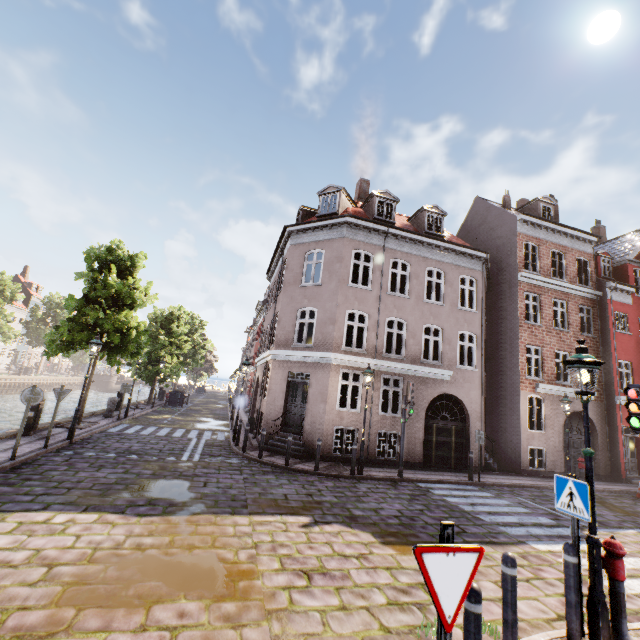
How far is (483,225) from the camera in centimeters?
2117cm

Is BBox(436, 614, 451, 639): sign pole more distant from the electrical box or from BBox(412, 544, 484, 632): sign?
the electrical box

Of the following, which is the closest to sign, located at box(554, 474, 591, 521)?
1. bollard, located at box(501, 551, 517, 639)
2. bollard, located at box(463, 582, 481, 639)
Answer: bollard, located at box(501, 551, 517, 639)

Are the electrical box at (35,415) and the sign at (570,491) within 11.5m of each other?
no

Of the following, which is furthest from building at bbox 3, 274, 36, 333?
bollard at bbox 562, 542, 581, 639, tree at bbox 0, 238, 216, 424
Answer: bollard at bbox 562, 542, 581, 639

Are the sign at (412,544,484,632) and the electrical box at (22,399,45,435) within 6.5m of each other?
no

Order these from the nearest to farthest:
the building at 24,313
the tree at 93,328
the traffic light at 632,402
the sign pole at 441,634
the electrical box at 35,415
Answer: the sign pole at 441,634 < the traffic light at 632,402 < the electrical box at 35,415 < the tree at 93,328 < the building at 24,313

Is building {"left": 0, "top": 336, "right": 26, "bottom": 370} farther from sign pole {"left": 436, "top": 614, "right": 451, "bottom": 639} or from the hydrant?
the hydrant
